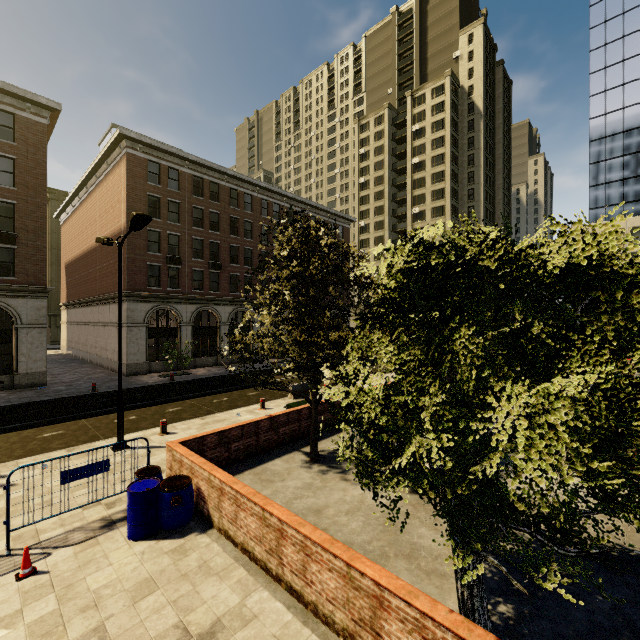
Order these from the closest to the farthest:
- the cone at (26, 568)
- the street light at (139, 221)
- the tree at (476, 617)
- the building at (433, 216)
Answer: the tree at (476, 617) → the cone at (26, 568) → the street light at (139, 221) → the building at (433, 216)

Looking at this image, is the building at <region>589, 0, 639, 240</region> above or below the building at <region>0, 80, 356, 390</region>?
above

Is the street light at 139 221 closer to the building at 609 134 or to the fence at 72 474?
the fence at 72 474

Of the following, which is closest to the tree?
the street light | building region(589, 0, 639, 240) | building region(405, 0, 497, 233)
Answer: building region(405, 0, 497, 233)

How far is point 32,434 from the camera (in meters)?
13.21

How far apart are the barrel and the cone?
1.4 meters

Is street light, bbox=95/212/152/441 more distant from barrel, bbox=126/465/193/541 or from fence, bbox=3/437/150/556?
barrel, bbox=126/465/193/541

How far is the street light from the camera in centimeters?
1014cm
